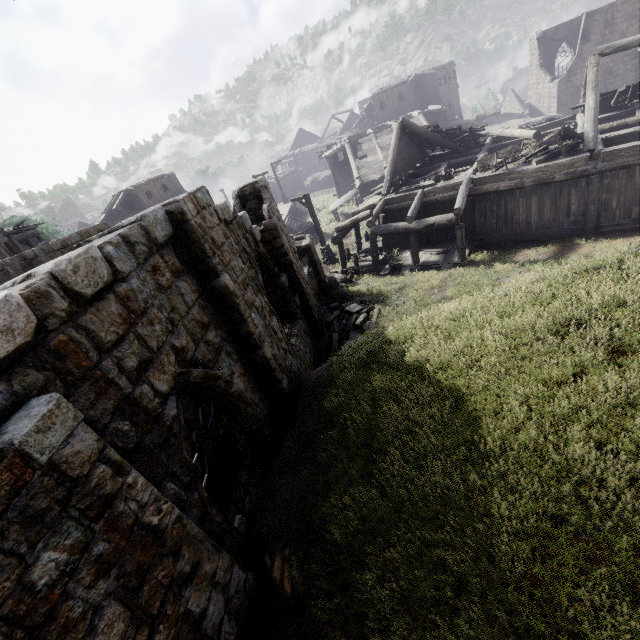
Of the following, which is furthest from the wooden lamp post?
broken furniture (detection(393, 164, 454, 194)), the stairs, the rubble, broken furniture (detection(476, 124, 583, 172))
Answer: broken furniture (detection(476, 124, 583, 172))

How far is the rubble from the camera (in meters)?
12.37

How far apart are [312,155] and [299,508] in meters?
61.8

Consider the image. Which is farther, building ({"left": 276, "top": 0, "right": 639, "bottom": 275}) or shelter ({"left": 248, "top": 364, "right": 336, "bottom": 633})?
building ({"left": 276, "top": 0, "right": 639, "bottom": 275})

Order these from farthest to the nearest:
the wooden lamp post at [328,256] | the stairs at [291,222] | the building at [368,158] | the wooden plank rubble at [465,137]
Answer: the stairs at [291,222] → the wooden lamp post at [328,256] → the wooden plank rubble at [465,137] → the building at [368,158]

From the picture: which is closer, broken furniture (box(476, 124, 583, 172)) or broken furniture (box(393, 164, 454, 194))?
broken furniture (box(476, 124, 583, 172))

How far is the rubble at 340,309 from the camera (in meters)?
12.37

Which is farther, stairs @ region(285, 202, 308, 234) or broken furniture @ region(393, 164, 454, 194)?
stairs @ region(285, 202, 308, 234)
